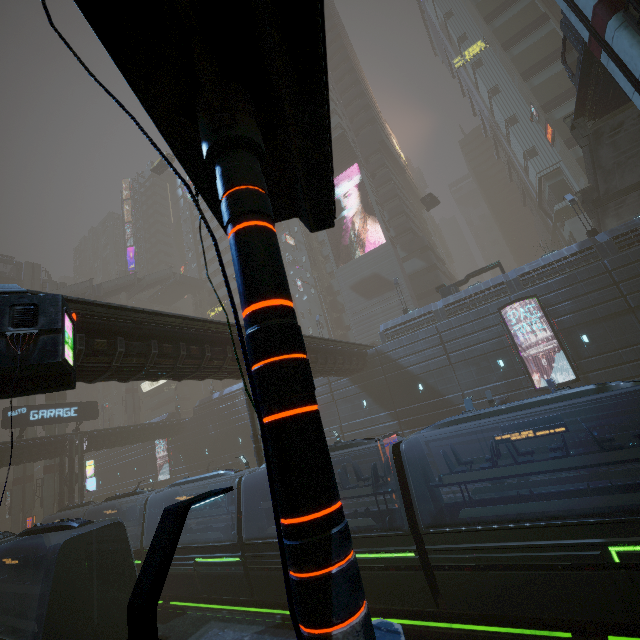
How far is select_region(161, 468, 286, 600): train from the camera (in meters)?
13.48

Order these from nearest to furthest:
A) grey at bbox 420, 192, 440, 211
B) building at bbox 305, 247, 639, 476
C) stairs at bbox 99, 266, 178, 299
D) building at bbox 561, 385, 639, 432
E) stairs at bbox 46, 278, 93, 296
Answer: building at bbox 561, 385, 639, 432
building at bbox 305, 247, 639, 476
stairs at bbox 46, 278, 93, 296
grey at bbox 420, 192, 440, 211
stairs at bbox 99, 266, 178, 299

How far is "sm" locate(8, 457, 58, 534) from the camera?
38.47m

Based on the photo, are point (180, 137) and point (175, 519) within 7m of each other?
yes

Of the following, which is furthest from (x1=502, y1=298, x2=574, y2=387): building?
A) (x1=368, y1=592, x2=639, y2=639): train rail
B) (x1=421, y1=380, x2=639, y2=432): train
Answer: (x1=421, y1=380, x2=639, y2=432): train

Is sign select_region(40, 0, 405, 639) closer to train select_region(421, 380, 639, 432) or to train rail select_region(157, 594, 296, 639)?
train rail select_region(157, 594, 296, 639)

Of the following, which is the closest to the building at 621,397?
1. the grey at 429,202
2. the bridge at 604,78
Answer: the grey at 429,202

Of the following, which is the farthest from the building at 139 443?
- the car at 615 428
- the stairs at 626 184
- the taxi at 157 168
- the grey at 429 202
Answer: the taxi at 157 168
